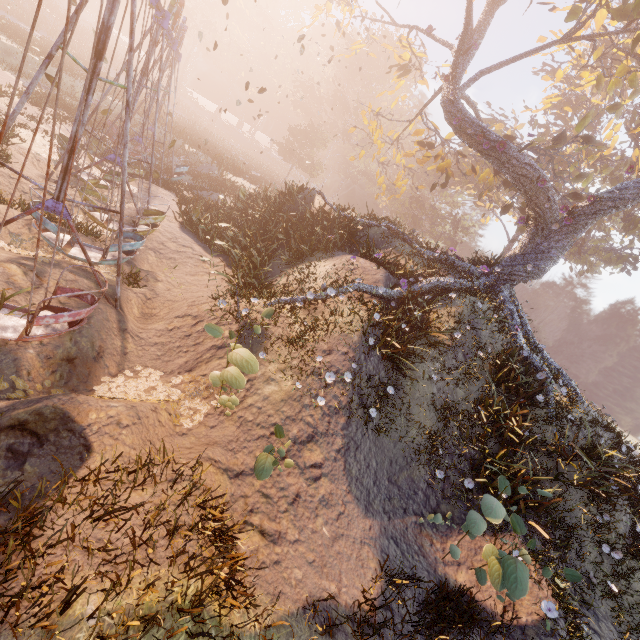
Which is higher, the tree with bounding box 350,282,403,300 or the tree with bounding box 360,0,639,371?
the tree with bounding box 360,0,639,371

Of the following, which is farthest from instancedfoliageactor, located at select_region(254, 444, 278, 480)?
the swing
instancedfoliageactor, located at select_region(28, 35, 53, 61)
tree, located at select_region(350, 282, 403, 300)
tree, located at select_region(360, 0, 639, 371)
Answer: instancedfoliageactor, located at select_region(28, 35, 53, 61)

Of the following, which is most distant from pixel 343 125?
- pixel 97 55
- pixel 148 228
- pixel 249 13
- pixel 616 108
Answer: pixel 97 55

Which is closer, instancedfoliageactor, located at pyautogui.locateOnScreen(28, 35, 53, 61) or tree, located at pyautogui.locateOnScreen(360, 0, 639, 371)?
tree, located at pyautogui.locateOnScreen(360, 0, 639, 371)

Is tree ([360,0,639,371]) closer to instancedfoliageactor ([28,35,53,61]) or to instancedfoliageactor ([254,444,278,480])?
instancedfoliageactor ([254,444,278,480])

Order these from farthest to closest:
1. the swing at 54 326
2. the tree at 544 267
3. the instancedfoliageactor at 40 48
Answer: the instancedfoliageactor at 40 48 < the tree at 544 267 < the swing at 54 326

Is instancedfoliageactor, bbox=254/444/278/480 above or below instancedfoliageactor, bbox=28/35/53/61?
below

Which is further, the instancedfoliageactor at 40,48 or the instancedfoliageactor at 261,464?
the instancedfoliageactor at 40,48
